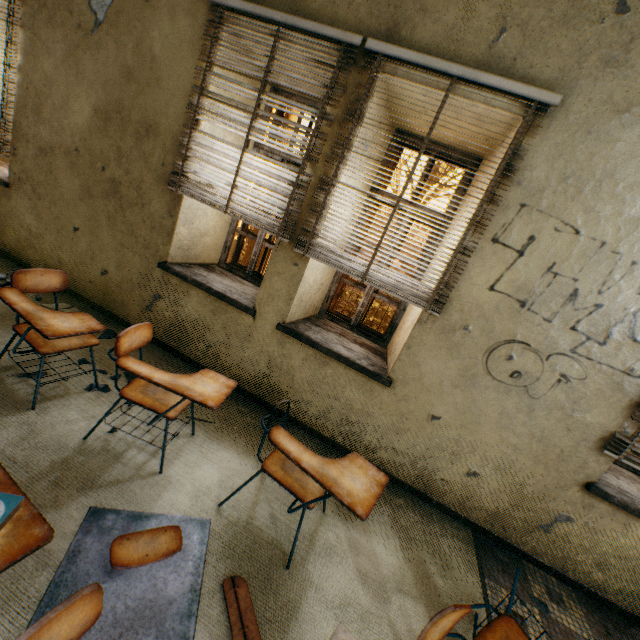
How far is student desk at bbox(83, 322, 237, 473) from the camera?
1.8 meters

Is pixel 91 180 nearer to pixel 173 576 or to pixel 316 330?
pixel 316 330

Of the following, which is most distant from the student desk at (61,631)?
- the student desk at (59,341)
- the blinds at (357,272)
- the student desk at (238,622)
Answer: the blinds at (357,272)

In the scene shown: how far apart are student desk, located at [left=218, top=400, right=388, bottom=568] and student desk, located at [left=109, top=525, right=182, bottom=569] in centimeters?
55cm

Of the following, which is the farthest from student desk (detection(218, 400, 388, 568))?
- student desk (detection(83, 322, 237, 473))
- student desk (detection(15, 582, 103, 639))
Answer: student desk (detection(15, 582, 103, 639))

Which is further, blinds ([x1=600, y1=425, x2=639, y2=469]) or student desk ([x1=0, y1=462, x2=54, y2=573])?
blinds ([x1=600, y1=425, x2=639, y2=469])

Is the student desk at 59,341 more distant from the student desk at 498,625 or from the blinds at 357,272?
the student desk at 498,625

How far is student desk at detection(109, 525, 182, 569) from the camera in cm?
156
